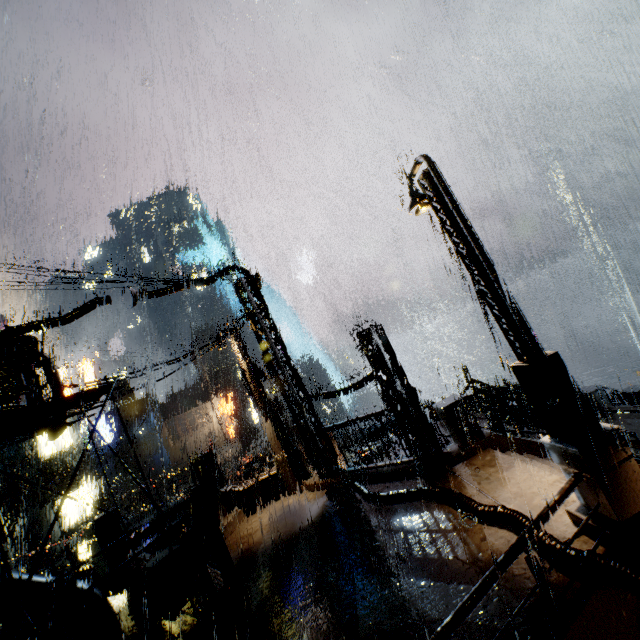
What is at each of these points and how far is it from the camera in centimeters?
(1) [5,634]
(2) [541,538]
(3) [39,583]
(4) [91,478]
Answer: (1) pipe, 1291cm
(2) pipe, 555cm
(3) pipe, 802cm
(4) building, 2456cm

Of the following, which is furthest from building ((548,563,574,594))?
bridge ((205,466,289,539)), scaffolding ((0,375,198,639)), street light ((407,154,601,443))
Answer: street light ((407,154,601,443))

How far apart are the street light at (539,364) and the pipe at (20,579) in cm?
1175

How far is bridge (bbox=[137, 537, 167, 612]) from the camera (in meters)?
9.98

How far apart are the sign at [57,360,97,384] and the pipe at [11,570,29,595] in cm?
2481

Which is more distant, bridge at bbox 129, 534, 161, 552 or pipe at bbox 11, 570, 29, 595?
bridge at bbox 129, 534, 161, 552

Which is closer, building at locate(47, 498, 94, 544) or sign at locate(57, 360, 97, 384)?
building at locate(47, 498, 94, 544)
